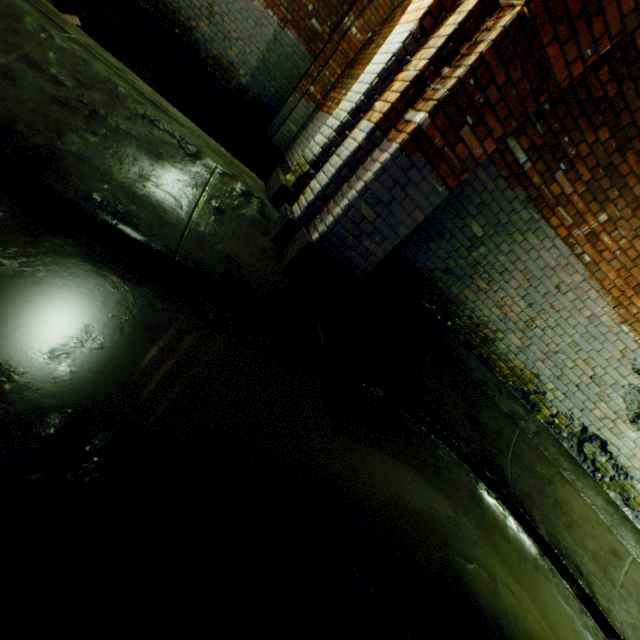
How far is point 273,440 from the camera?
1.7m

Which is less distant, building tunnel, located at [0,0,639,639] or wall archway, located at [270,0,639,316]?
building tunnel, located at [0,0,639,639]

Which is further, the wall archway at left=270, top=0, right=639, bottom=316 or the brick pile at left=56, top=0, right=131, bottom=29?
the brick pile at left=56, top=0, right=131, bottom=29

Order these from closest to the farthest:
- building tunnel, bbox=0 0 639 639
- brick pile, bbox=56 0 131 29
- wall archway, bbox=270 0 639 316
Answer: building tunnel, bbox=0 0 639 639
wall archway, bbox=270 0 639 316
brick pile, bbox=56 0 131 29

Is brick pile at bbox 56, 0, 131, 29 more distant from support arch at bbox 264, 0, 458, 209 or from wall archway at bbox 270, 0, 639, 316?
wall archway at bbox 270, 0, 639, 316

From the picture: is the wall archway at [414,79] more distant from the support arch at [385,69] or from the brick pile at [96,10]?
the brick pile at [96,10]

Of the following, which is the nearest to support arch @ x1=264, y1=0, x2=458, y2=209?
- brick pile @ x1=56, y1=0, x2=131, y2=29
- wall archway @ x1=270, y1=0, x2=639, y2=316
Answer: wall archway @ x1=270, y1=0, x2=639, y2=316

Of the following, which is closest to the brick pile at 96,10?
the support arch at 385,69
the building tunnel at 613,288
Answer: the building tunnel at 613,288
